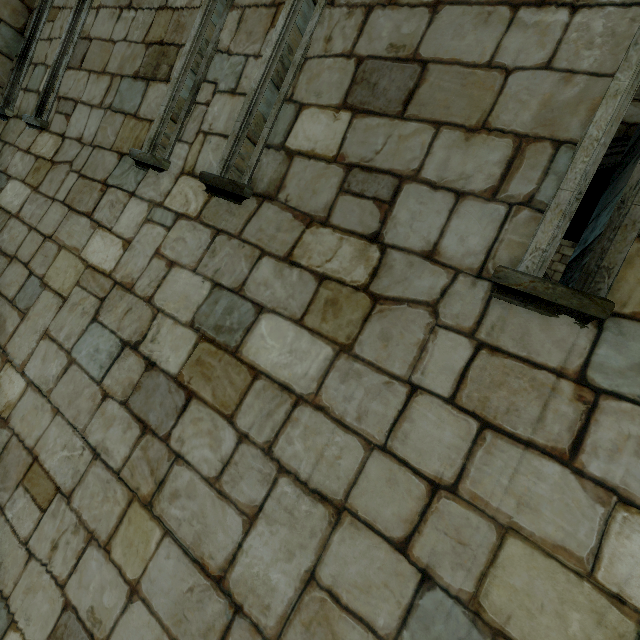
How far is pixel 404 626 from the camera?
1.4 meters
